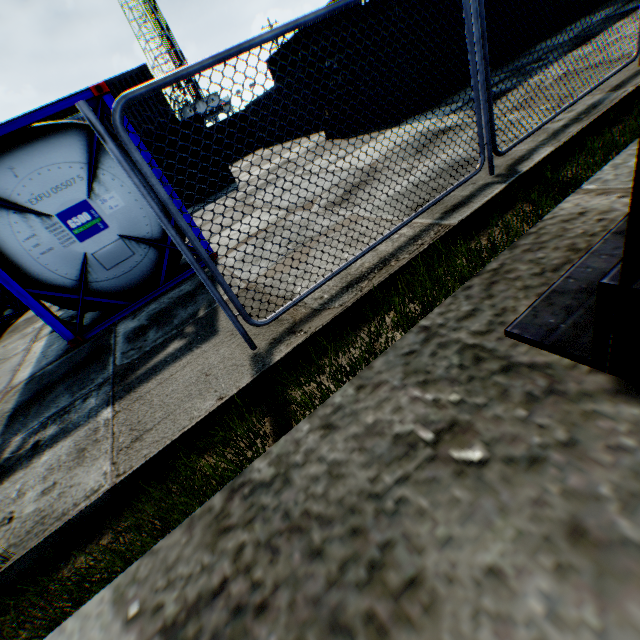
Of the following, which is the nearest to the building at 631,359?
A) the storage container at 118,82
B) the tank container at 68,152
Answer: the tank container at 68,152

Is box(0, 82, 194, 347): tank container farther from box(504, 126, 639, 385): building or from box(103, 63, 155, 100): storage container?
box(103, 63, 155, 100): storage container

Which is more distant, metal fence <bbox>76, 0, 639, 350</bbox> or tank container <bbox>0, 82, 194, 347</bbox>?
tank container <bbox>0, 82, 194, 347</bbox>

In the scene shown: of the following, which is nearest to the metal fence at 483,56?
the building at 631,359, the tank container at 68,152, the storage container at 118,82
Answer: the building at 631,359

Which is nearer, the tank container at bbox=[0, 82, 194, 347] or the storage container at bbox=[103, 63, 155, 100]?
the tank container at bbox=[0, 82, 194, 347]

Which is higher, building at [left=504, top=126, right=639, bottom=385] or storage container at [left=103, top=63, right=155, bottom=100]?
storage container at [left=103, top=63, right=155, bottom=100]

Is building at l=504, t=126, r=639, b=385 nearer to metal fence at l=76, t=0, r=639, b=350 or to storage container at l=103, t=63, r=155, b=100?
metal fence at l=76, t=0, r=639, b=350

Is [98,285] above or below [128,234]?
below
